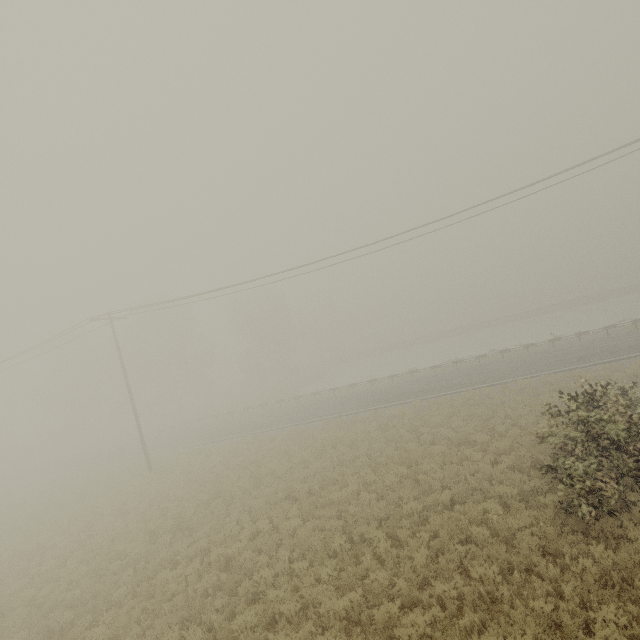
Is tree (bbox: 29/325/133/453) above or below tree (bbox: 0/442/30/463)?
above

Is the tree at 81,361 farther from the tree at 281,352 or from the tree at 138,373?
the tree at 281,352

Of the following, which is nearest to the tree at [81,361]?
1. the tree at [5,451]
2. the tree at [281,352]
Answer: the tree at [5,451]

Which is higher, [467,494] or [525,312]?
[525,312]

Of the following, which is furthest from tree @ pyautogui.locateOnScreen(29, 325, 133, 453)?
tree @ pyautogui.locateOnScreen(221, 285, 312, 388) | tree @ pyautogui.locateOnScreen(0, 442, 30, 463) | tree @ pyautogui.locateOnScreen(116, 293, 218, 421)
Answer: tree @ pyautogui.locateOnScreen(221, 285, 312, 388)

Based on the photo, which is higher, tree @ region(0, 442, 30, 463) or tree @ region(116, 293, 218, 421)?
tree @ region(116, 293, 218, 421)

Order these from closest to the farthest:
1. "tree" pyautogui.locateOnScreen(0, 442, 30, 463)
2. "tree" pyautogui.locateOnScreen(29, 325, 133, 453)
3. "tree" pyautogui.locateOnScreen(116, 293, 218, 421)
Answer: "tree" pyautogui.locateOnScreen(116, 293, 218, 421) → "tree" pyautogui.locateOnScreen(29, 325, 133, 453) → "tree" pyautogui.locateOnScreen(0, 442, 30, 463)

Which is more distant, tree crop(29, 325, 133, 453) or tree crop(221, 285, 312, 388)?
tree crop(221, 285, 312, 388)
